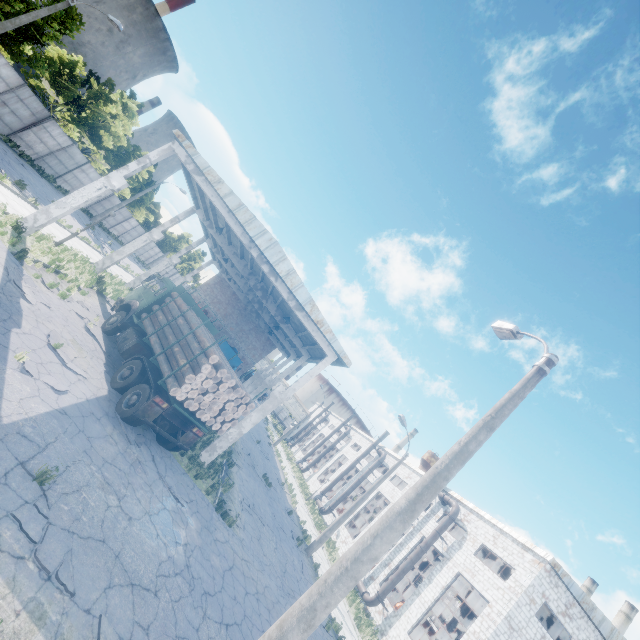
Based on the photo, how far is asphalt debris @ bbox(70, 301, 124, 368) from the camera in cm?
1311

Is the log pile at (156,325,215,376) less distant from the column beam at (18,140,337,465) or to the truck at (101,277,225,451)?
the truck at (101,277,225,451)

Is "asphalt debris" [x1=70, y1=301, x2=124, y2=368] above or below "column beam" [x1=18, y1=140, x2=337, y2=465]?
below

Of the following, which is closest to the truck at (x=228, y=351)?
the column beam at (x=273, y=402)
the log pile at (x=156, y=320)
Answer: the log pile at (x=156, y=320)

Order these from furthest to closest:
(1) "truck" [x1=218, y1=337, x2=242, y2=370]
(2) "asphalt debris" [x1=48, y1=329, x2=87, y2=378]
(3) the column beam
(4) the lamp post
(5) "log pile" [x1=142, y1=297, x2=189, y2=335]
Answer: (1) "truck" [x1=218, y1=337, x2=242, y2=370], (3) the column beam, (5) "log pile" [x1=142, y1=297, x2=189, y2=335], (2) "asphalt debris" [x1=48, y1=329, x2=87, y2=378], (4) the lamp post

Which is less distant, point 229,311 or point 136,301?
point 136,301

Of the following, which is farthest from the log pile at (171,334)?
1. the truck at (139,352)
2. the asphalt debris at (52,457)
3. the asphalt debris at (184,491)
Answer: the asphalt debris at (52,457)

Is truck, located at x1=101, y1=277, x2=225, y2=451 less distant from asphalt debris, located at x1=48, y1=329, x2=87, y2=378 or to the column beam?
asphalt debris, located at x1=48, y1=329, x2=87, y2=378
